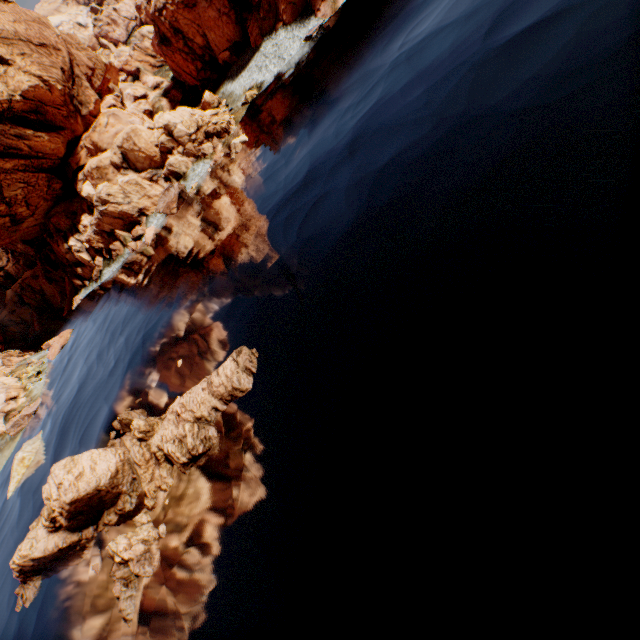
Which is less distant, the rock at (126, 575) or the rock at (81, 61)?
the rock at (126, 575)

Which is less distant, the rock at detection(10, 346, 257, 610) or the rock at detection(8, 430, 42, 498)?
the rock at detection(10, 346, 257, 610)

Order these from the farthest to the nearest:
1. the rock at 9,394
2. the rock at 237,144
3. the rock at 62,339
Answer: the rock at 62,339, the rock at 9,394, the rock at 237,144

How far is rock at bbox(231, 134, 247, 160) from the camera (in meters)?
31.62

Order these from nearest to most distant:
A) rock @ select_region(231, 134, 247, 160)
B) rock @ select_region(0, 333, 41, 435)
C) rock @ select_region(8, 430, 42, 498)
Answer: rock @ select_region(8, 430, 42, 498), rock @ select_region(231, 134, 247, 160), rock @ select_region(0, 333, 41, 435)

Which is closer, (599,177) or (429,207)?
(599,177)
